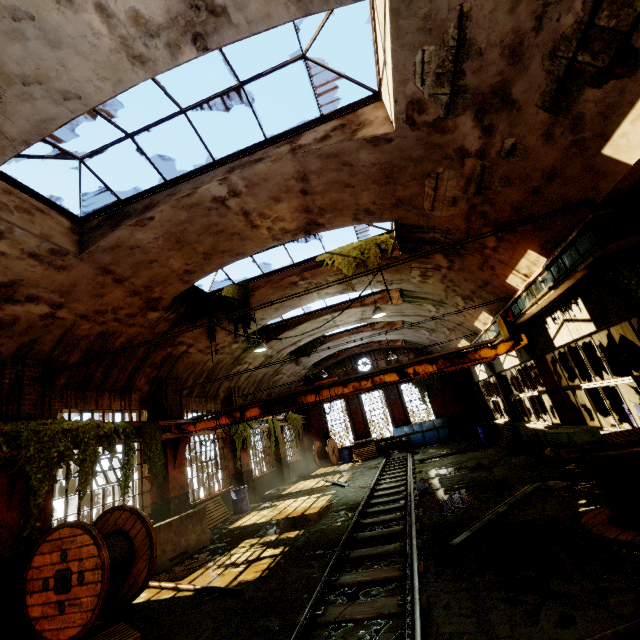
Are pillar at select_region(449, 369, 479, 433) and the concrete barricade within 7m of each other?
no

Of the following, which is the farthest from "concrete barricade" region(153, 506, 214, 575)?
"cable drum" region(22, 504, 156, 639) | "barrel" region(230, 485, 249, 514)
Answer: "barrel" region(230, 485, 249, 514)

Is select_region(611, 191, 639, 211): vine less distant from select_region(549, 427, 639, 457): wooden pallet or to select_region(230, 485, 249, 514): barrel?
select_region(549, 427, 639, 457): wooden pallet

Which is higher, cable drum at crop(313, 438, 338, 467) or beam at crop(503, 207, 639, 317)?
beam at crop(503, 207, 639, 317)

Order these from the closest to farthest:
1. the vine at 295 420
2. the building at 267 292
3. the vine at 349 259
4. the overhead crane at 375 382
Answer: the overhead crane at 375 382
the vine at 349 259
the building at 267 292
the vine at 295 420

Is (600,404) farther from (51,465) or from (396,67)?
(51,465)

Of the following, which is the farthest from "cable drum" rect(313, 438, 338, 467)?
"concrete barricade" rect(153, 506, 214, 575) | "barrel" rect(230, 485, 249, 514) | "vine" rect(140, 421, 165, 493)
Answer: "vine" rect(140, 421, 165, 493)

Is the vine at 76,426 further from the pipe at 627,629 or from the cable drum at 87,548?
the pipe at 627,629
